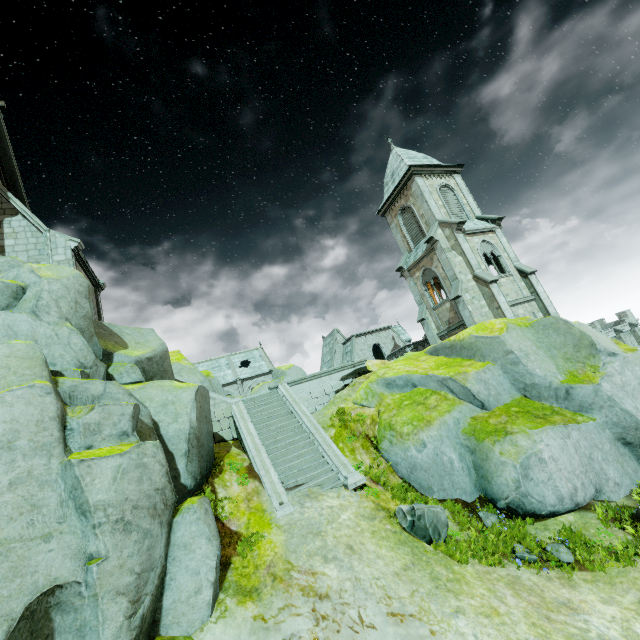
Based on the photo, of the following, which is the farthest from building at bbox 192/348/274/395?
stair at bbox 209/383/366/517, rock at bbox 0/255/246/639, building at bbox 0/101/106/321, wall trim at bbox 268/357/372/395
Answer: building at bbox 0/101/106/321

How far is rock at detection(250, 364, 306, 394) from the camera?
25.0m

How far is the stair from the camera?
11.10m

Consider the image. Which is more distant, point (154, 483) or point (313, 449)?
point (313, 449)

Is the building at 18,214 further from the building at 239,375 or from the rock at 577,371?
the building at 239,375

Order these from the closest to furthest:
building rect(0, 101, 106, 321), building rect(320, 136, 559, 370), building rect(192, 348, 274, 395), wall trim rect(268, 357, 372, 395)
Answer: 1. building rect(0, 101, 106, 321)
2. wall trim rect(268, 357, 372, 395)
3. building rect(320, 136, 559, 370)
4. building rect(192, 348, 274, 395)

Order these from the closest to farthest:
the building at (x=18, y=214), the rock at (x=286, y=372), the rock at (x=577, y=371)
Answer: the rock at (x=577, y=371) → the building at (x=18, y=214) → the rock at (x=286, y=372)

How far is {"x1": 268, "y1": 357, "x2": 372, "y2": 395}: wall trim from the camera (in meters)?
17.56
